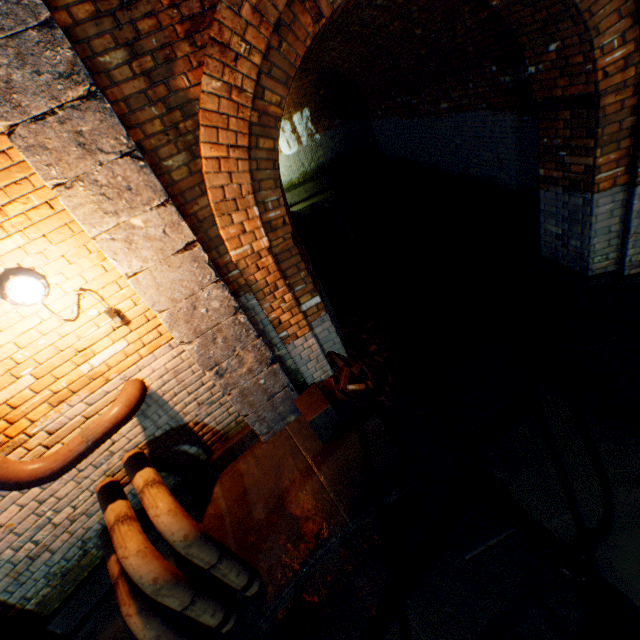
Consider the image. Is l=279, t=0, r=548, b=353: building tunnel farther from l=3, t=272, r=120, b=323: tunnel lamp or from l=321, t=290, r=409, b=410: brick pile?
l=3, t=272, r=120, b=323: tunnel lamp

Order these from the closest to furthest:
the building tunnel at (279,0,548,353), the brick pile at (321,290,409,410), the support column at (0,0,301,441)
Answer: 1. the support column at (0,0,301,441)
2. the brick pile at (321,290,409,410)
3. the building tunnel at (279,0,548,353)

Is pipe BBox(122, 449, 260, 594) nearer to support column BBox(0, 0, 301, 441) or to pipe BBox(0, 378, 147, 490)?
pipe BBox(0, 378, 147, 490)

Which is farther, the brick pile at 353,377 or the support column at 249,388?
the brick pile at 353,377

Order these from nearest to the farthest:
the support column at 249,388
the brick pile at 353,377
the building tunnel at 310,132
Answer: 1. the support column at 249,388
2. the brick pile at 353,377
3. the building tunnel at 310,132

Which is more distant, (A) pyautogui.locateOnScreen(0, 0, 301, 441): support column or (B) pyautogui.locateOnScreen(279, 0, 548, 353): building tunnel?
(B) pyautogui.locateOnScreen(279, 0, 548, 353): building tunnel

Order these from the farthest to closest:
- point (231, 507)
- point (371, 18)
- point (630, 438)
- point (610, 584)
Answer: point (371, 18) → point (231, 507) → point (630, 438) → point (610, 584)

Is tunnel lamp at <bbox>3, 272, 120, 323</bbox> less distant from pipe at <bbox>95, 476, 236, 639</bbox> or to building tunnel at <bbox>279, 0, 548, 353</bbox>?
pipe at <bbox>95, 476, 236, 639</bbox>
